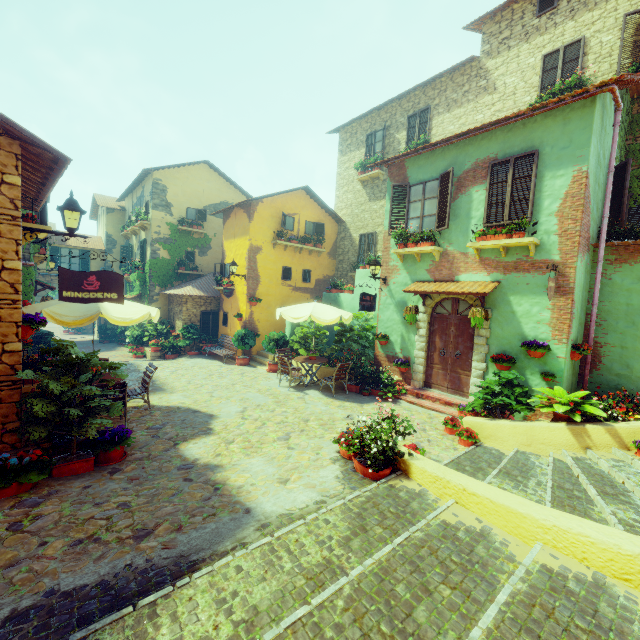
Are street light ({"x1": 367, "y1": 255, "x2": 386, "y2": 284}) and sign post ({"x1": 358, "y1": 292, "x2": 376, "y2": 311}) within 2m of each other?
yes

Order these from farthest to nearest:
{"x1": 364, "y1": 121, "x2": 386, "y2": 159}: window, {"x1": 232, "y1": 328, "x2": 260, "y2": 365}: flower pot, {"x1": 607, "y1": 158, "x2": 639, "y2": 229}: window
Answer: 1. {"x1": 364, "y1": 121, "x2": 386, "y2": 159}: window
2. {"x1": 232, "y1": 328, "x2": 260, "y2": 365}: flower pot
3. {"x1": 607, "y1": 158, "x2": 639, "y2": 229}: window

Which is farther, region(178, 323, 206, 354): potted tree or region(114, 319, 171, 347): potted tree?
region(114, 319, 171, 347): potted tree

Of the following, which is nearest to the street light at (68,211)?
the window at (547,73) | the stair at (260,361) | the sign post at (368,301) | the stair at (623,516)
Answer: the stair at (623,516)

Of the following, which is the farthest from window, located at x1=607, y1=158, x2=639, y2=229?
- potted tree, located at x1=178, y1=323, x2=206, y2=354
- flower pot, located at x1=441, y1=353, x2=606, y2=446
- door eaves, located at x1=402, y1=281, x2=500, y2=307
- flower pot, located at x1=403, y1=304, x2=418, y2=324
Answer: potted tree, located at x1=178, y1=323, x2=206, y2=354

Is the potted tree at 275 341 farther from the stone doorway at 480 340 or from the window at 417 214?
the window at 417 214

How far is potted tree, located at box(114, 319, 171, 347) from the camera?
17.0m

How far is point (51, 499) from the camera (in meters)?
4.36
